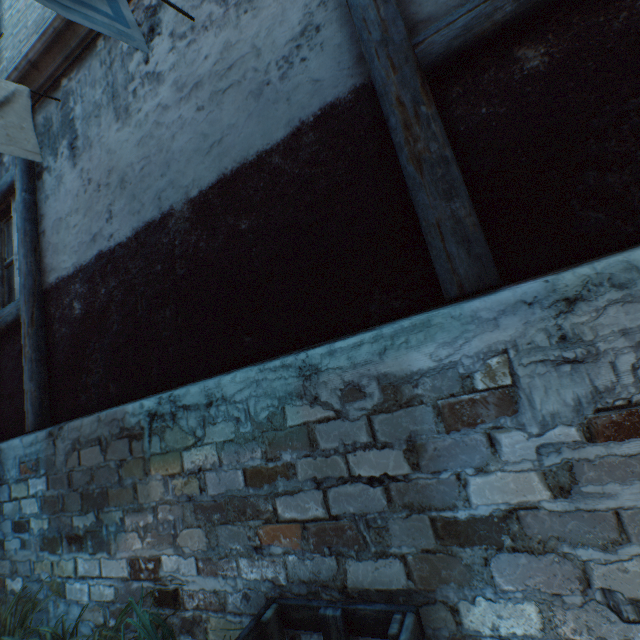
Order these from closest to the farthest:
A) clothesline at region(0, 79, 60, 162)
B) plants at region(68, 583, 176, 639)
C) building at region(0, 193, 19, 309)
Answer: plants at region(68, 583, 176, 639), clothesline at region(0, 79, 60, 162), building at region(0, 193, 19, 309)

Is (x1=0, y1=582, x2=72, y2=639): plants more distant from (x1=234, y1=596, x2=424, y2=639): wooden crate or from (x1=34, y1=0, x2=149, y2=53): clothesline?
(x1=34, y1=0, x2=149, y2=53): clothesline

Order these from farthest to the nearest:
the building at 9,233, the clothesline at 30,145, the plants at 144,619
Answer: the building at 9,233 < the clothesline at 30,145 < the plants at 144,619

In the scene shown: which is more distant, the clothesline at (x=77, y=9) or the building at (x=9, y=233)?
the building at (x=9, y=233)

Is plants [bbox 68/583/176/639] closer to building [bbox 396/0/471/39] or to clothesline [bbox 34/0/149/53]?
building [bbox 396/0/471/39]

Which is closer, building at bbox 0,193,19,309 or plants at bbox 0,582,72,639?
plants at bbox 0,582,72,639

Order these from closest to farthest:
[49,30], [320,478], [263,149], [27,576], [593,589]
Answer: [593,589]
[320,478]
[263,149]
[27,576]
[49,30]

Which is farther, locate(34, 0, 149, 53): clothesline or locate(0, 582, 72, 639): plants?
locate(0, 582, 72, 639): plants
